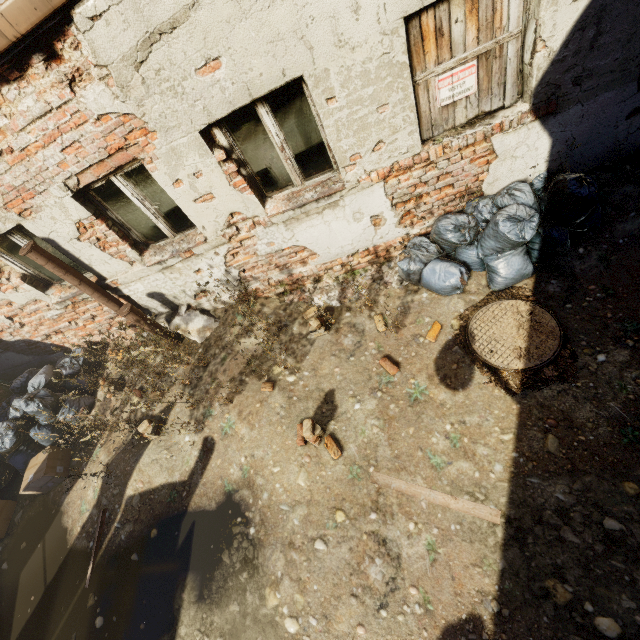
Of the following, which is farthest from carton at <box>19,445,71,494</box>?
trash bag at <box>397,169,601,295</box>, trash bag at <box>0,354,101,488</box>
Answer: trash bag at <box>397,169,601,295</box>

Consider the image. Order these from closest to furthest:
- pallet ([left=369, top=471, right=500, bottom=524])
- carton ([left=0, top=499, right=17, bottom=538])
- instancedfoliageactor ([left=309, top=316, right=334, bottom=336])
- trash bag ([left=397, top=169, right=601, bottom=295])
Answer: pallet ([left=369, top=471, right=500, bottom=524]), trash bag ([left=397, top=169, right=601, bottom=295]), instancedfoliageactor ([left=309, top=316, right=334, bottom=336]), carton ([left=0, top=499, right=17, bottom=538])

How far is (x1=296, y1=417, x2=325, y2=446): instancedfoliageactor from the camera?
3.6m

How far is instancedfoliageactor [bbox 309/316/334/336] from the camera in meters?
4.4

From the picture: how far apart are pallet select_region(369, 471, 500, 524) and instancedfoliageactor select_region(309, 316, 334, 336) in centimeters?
188cm

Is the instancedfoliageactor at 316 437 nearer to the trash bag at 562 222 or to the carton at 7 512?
the trash bag at 562 222

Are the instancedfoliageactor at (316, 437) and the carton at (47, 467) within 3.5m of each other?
no

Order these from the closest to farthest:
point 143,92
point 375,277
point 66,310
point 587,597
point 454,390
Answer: point 587,597, point 143,92, point 454,390, point 375,277, point 66,310
